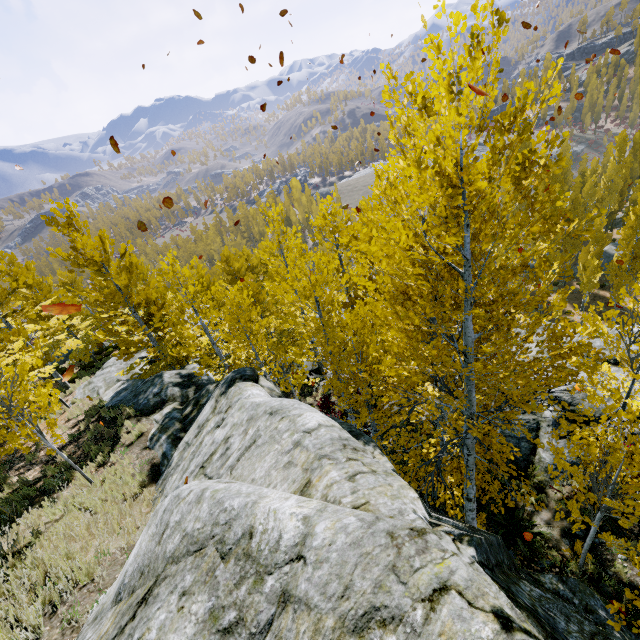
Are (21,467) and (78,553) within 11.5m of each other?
yes

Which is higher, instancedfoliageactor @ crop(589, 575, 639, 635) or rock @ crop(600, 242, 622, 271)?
instancedfoliageactor @ crop(589, 575, 639, 635)

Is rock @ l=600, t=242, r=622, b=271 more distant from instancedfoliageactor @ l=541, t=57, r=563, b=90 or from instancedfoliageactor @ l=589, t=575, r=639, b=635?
instancedfoliageactor @ l=589, t=575, r=639, b=635

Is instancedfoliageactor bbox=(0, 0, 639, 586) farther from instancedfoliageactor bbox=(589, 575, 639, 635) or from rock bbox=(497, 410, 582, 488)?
instancedfoliageactor bbox=(589, 575, 639, 635)

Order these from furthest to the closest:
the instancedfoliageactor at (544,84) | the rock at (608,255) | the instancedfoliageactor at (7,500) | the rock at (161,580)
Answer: the rock at (608,255) → the instancedfoliageactor at (7,500) → the instancedfoliageactor at (544,84) → the rock at (161,580)

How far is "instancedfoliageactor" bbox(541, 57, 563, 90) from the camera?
2.7 meters

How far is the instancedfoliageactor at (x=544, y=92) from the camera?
2.8 meters
